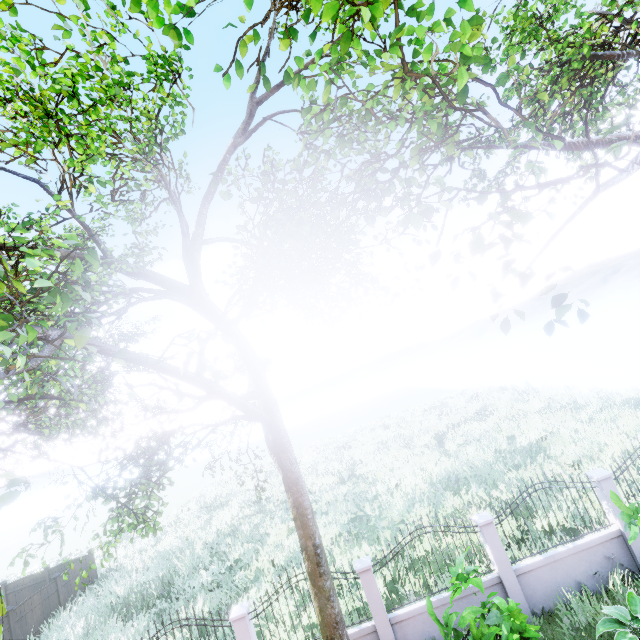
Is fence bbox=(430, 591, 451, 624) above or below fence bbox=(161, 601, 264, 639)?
below

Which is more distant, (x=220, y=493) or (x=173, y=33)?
(x=220, y=493)

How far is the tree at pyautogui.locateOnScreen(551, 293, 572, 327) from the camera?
2.7m

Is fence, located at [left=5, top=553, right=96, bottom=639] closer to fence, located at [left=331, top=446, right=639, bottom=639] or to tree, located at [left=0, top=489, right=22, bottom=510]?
fence, located at [left=331, top=446, right=639, bottom=639]

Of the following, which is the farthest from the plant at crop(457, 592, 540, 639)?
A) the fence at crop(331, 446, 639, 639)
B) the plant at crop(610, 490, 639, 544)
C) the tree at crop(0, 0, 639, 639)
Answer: the tree at crop(0, 0, 639, 639)

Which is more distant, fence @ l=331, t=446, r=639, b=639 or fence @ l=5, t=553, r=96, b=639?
fence @ l=5, t=553, r=96, b=639

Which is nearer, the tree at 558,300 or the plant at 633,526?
the tree at 558,300

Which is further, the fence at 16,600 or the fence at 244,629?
the fence at 16,600
